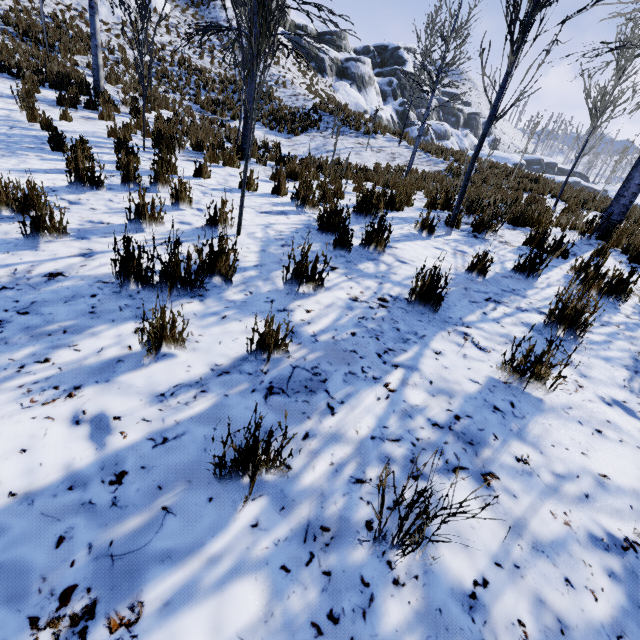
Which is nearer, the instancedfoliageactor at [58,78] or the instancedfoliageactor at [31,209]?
the instancedfoliageactor at [31,209]

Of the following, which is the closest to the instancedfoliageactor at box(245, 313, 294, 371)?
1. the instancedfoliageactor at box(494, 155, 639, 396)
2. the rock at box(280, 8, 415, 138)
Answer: the instancedfoliageactor at box(494, 155, 639, 396)

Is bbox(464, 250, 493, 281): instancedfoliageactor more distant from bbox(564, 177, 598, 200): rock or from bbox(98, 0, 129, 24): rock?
bbox(98, 0, 129, 24): rock

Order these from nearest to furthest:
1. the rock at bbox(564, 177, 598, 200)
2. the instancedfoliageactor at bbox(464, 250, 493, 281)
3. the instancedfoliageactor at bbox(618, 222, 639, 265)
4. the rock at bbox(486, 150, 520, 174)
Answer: the instancedfoliageactor at bbox(464, 250, 493, 281)
the instancedfoliageactor at bbox(618, 222, 639, 265)
the rock at bbox(564, 177, 598, 200)
the rock at bbox(486, 150, 520, 174)

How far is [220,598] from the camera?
1.0m

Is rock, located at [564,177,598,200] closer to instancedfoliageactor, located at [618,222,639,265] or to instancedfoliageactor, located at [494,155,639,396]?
instancedfoliageactor, located at [618,222,639,265]

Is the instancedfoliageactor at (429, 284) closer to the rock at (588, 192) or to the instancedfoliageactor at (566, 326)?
the instancedfoliageactor at (566, 326)
